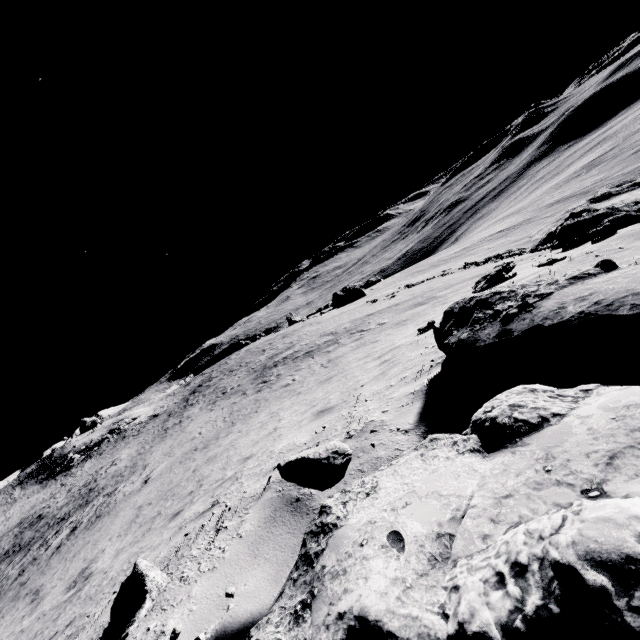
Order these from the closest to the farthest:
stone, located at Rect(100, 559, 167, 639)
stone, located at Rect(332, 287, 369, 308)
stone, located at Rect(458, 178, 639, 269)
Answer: stone, located at Rect(100, 559, 167, 639) < stone, located at Rect(458, 178, 639, 269) < stone, located at Rect(332, 287, 369, 308)

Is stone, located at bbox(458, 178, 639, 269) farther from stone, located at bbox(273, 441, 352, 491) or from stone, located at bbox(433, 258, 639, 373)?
stone, located at bbox(273, 441, 352, 491)

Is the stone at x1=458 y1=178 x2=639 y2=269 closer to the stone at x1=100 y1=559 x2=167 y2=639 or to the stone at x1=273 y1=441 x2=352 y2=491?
the stone at x1=273 y1=441 x2=352 y2=491

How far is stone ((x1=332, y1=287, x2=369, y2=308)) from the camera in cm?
5091

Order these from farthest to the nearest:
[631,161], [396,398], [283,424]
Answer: [631,161] < [283,424] < [396,398]

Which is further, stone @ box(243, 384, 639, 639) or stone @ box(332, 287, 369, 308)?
stone @ box(332, 287, 369, 308)

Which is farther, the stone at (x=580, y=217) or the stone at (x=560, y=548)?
the stone at (x=580, y=217)

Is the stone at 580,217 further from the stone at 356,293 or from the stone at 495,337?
the stone at 356,293
